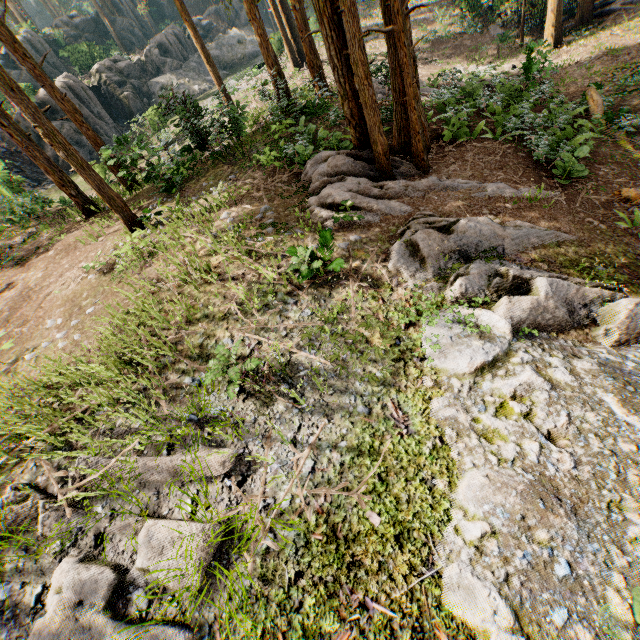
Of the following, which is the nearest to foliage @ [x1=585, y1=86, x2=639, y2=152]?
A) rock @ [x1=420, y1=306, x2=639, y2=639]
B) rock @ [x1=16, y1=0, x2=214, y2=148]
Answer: rock @ [x1=420, y1=306, x2=639, y2=639]

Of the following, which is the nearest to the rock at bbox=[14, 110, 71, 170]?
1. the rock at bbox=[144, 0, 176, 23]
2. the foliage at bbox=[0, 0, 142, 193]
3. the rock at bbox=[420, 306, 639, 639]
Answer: the foliage at bbox=[0, 0, 142, 193]

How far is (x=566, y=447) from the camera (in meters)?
4.44

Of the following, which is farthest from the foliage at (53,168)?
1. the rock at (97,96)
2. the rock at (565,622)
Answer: the rock at (97,96)

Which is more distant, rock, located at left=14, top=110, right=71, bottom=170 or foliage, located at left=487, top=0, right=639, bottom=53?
rock, located at left=14, top=110, right=71, bottom=170

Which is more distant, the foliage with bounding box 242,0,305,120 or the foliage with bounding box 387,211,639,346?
the foliage with bounding box 242,0,305,120
